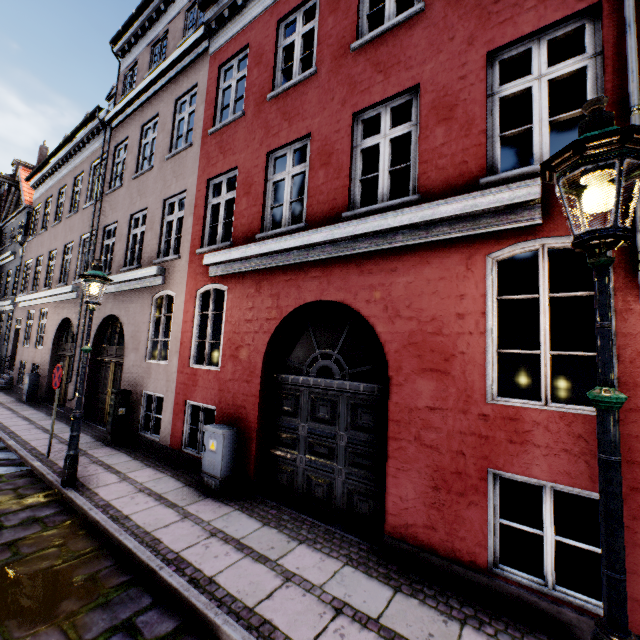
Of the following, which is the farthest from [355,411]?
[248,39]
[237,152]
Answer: [248,39]

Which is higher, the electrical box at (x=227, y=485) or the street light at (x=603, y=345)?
the street light at (x=603, y=345)

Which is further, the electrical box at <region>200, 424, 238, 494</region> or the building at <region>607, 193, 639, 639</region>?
the electrical box at <region>200, 424, 238, 494</region>

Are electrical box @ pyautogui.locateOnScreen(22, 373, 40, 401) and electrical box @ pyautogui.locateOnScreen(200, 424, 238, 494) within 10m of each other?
→ no

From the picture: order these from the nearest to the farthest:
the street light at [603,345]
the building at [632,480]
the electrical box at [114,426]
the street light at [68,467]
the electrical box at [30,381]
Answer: the street light at [603,345]
the building at [632,480]
the street light at [68,467]
the electrical box at [114,426]
the electrical box at [30,381]

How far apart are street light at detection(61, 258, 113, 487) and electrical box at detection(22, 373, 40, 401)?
10.02m

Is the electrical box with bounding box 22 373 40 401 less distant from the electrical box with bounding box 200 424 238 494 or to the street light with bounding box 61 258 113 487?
the street light with bounding box 61 258 113 487

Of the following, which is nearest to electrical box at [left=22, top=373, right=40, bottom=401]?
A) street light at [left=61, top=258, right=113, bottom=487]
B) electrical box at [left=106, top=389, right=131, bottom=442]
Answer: electrical box at [left=106, top=389, right=131, bottom=442]
